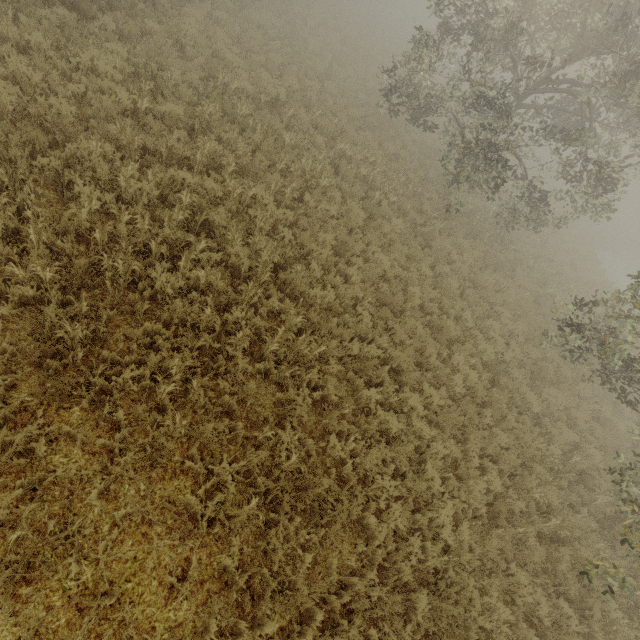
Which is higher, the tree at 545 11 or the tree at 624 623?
the tree at 545 11

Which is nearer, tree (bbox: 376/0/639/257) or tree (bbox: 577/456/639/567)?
tree (bbox: 577/456/639/567)

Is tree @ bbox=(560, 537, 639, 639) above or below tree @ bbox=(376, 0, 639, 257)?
below

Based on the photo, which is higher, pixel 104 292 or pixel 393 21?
pixel 393 21

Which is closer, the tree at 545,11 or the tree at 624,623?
the tree at 624,623
